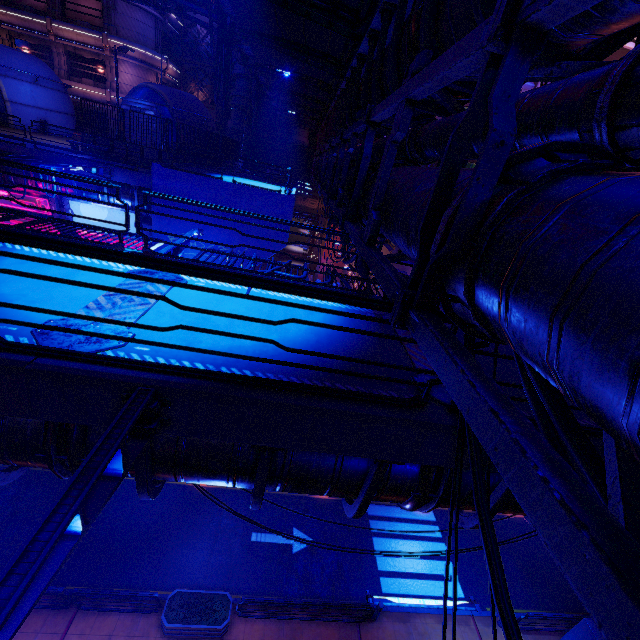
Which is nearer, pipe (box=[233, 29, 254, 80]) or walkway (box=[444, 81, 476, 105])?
walkway (box=[444, 81, 476, 105])

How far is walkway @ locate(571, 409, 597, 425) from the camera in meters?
4.7 m

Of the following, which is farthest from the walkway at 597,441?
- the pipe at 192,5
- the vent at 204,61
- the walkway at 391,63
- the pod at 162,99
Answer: the vent at 204,61

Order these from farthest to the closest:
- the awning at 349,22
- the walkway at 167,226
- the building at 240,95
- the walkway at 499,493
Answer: the building at 240,95 → the walkway at 167,226 → the awning at 349,22 → the walkway at 499,493

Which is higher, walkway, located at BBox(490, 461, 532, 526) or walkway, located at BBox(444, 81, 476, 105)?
walkway, located at BBox(444, 81, 476, 105)

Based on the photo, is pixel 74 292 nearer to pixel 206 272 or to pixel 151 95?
pixel 206 272

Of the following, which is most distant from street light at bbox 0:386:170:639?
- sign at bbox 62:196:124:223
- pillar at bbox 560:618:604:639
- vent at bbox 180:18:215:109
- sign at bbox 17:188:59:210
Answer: vent at bbox 180:18:215:109

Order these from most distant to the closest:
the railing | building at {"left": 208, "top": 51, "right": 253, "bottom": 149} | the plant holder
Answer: building at {"left": 208, "top": 51, "right": 253, "bottom": 149} → the plant holder → the railing
